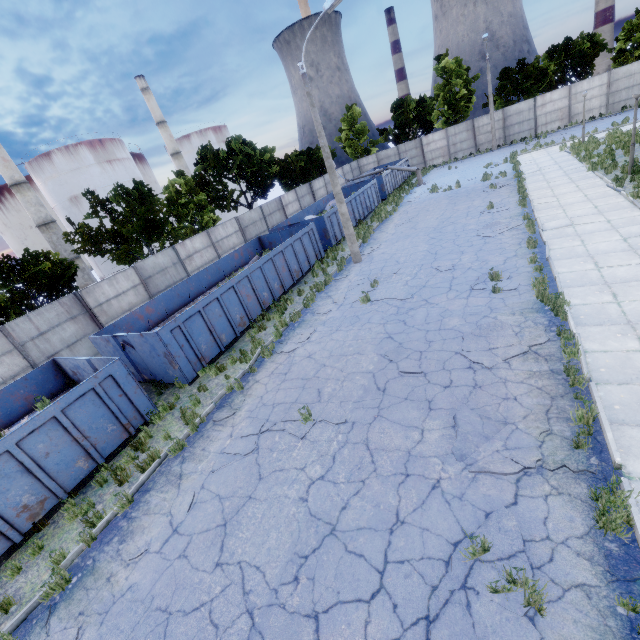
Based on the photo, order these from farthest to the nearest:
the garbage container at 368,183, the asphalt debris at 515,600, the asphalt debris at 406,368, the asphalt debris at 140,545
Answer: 1. the garbage container at 368,183
2. the asphalt debris at 406,368
3. the asphalt debris at 140,545
4. the asphalt debris at 515,600

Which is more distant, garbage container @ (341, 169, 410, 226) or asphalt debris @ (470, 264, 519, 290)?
garbage container @ (341, 169, 410, 226)

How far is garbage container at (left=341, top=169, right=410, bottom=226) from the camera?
24.0m

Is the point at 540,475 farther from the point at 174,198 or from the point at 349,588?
the point at 174,198

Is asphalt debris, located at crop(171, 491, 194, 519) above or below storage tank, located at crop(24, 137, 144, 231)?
below

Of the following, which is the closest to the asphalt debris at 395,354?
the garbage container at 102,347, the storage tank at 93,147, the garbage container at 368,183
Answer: the garbage container at 102,347

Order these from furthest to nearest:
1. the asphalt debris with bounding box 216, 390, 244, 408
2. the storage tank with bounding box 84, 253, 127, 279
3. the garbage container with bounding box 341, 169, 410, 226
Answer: the storage tank with bounding box 84, 253, 127, 279 < the garbage container with bounding box 341, 169, 410, 226 < the asphalt debris with bounding box 216, 390, 244, 408

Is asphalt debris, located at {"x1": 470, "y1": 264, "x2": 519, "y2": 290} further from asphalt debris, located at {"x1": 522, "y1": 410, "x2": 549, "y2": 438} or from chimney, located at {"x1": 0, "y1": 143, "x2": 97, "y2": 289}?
chimney, located at {"x1": 0, "y1": 143, "x2": 97, "y2": 289}
